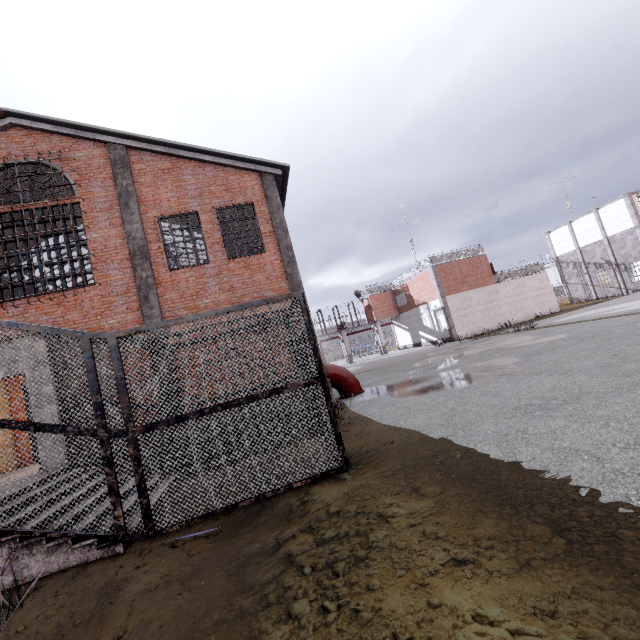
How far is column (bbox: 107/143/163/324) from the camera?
10.7m

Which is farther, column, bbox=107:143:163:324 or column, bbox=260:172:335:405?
column, bbox=260:172:335:405

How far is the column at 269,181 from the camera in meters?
11.6 m

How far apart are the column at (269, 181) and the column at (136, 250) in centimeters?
427cm

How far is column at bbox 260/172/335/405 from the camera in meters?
11.6 m

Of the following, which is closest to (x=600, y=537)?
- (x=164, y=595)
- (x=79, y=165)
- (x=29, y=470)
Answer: (x=164, y=595)

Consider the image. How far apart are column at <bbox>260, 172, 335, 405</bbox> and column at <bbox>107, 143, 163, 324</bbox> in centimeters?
427cm
